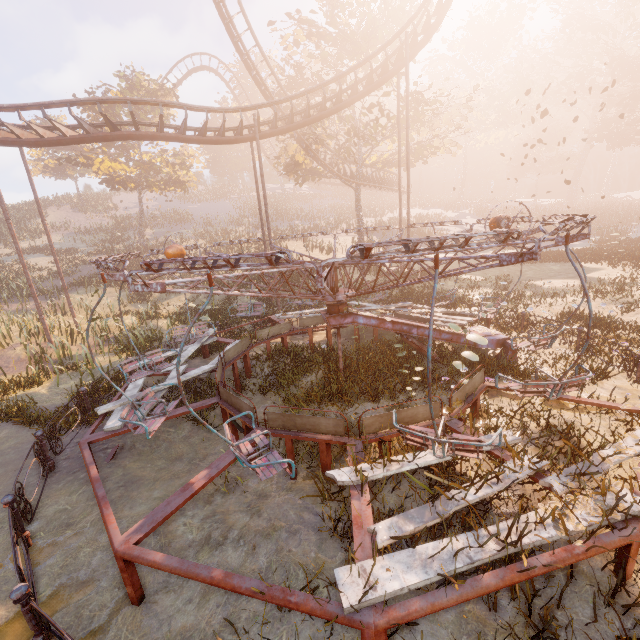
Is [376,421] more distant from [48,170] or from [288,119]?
[48,170]

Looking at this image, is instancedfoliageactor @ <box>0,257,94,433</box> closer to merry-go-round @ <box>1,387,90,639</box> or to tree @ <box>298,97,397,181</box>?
merry-go-round @ <box>1,387,90,639</box>

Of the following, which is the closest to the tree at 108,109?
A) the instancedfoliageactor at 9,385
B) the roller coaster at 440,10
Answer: A: the roller coaster at 440,10

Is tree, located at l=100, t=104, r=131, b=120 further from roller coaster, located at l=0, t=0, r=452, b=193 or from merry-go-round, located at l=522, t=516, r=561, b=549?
merry-go-round, located at l=522, t=516, r=561, b=549

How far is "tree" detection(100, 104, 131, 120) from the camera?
27.72m

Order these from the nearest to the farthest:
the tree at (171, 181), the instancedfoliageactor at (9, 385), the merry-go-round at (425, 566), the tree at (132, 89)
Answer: the merry-go-round at (425, 566) < the instancedfoliageactor at (9, 385) < the tree at (132, 89) < the tree at (171, 181)

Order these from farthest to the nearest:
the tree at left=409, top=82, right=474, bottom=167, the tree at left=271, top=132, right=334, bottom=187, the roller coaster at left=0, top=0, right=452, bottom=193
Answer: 1. the tree at left=271, top=132, right=334, bottom=187
2. the tree at left=409, top=82, right=474, bottom=167
3. the roller coaster at left=0, top=0, right=452, bottom=193
